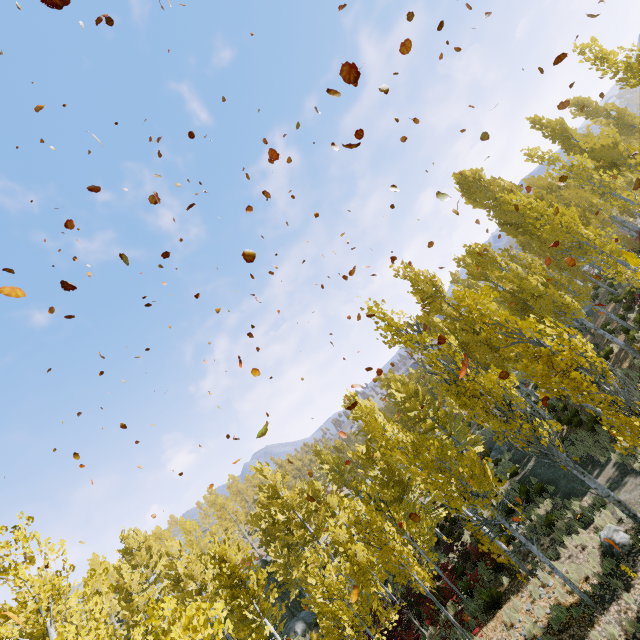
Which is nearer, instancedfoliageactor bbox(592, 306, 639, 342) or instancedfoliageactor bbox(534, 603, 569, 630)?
instancedfoliageactor bbox(534, 603, 569, 630)

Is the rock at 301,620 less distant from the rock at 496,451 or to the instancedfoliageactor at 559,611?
the instancedfoliageactor at 559,611

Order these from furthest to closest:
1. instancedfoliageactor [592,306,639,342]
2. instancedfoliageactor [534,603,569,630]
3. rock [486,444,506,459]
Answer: rock [486,444,506,459], instancedfoliageactor [592,306,639,342], instancedfoliageactor [534,603,569,630]

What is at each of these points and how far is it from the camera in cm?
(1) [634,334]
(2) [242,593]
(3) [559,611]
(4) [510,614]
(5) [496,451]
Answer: (1) instancedfoliageactor, 1709
(2) instancedfoliageactor, 1357
(3) instancedfoliageactor, 953
(4) instancedfoliageactor, 1063
(5) rock, 2478

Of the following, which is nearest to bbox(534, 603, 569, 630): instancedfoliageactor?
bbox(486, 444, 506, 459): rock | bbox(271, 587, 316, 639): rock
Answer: bbox(271, 587, 316, 639): rock

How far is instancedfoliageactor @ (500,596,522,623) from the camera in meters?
10.6 m

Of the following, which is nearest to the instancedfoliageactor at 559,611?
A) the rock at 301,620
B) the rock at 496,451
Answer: the rock at 301,620

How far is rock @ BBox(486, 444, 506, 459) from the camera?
24.1m
